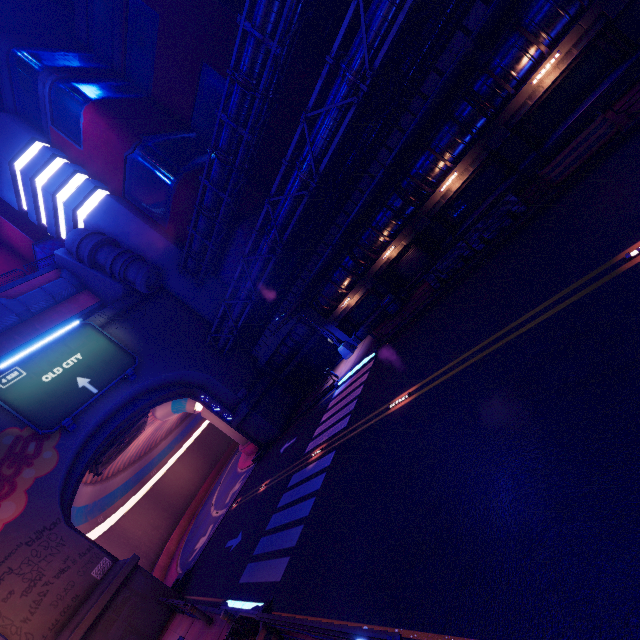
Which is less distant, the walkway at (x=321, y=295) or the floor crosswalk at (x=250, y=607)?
the floor crosswalk at (x=250, y=607)

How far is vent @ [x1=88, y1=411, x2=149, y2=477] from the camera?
27.0 meters

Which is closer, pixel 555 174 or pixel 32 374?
pixel 555 174

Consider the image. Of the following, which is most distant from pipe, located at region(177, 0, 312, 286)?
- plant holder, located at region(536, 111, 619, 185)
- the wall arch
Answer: plant holder, located at region(536, 111, 619, 185)

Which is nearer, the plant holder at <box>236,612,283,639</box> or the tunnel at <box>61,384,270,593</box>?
the plant holder at <box>236,612,283,639</box>

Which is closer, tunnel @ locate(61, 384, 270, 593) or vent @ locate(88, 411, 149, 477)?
tunnel @ locate(61, 384, 270, 593)

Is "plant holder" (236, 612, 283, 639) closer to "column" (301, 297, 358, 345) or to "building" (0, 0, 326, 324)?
"column" (301, 297, 358, 345)

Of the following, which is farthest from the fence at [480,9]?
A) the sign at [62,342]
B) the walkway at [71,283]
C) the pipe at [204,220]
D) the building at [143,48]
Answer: the walkway at [71,283]
